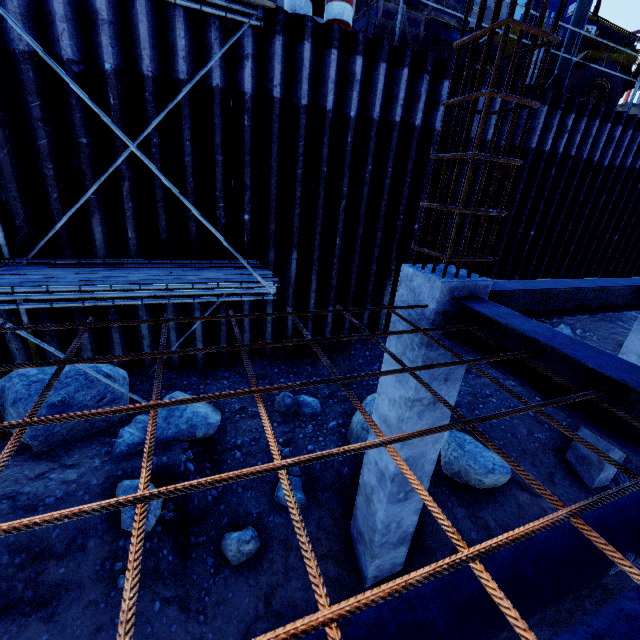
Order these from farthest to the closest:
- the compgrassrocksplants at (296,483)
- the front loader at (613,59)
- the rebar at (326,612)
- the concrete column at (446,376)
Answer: the front loader at (613,59) < the compgrassrocksplants at (296,483) < the concrete column at (446,376) < the rebar at (326,612)

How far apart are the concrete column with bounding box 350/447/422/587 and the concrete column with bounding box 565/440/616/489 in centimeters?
434cm

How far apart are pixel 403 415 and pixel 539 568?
2.16m

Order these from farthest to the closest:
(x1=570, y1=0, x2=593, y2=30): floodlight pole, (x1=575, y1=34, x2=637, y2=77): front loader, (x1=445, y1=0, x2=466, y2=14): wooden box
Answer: (x1=575, y1=34, x2=637, y2=77): front loader < (x1=570, y1=0, x2=593, y2=30): floodlight pole < (x1=445, y1=0, x2=466, y2=14): wooden box

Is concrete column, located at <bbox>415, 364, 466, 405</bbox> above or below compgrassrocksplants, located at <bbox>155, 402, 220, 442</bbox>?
above

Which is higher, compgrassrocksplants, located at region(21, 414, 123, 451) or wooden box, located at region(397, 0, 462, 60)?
wooden box, located at region(397, 0, 462, 60)

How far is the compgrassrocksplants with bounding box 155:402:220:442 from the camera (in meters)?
4.99

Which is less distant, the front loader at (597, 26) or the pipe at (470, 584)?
the pipe at (470, 584)
